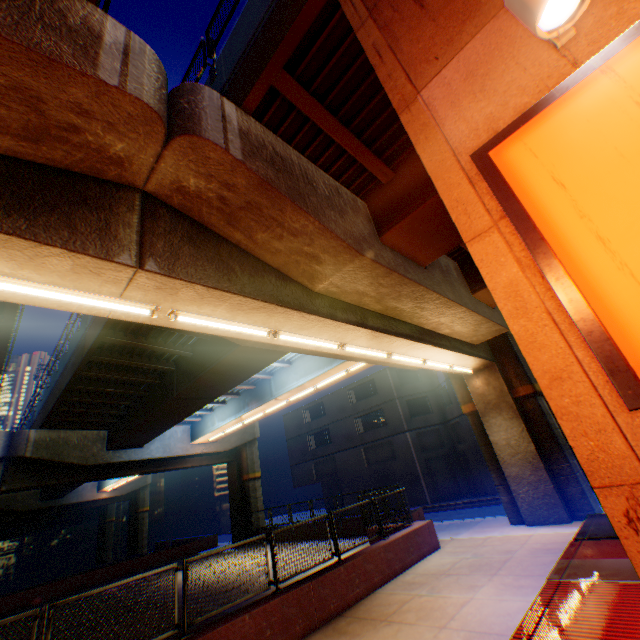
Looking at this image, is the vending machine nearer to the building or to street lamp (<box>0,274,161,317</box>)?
street lamp (<box>0,274,161,317</box>)

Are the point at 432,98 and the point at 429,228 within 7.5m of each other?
yes

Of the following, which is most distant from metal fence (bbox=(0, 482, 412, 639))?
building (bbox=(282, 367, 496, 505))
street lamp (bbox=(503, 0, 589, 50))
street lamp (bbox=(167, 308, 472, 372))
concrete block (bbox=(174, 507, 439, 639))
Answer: building (bbox=(282, 367, 496, 505))

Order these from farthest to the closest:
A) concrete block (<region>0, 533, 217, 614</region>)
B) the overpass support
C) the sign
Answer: concrete block (<region>0, 533, 217, 614</region>) → the overpass support → the sign

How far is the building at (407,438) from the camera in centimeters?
2670cm

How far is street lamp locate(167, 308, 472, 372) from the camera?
5.7m

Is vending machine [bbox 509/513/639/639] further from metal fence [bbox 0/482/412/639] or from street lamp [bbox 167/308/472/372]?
metal fence [bbox 0/482/412/639]

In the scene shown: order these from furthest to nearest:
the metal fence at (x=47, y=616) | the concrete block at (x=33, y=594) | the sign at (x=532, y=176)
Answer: the concrete block at (x=33, y=594), the metal fence at (x=47, y=616), the sign at (x=532, y=176)
